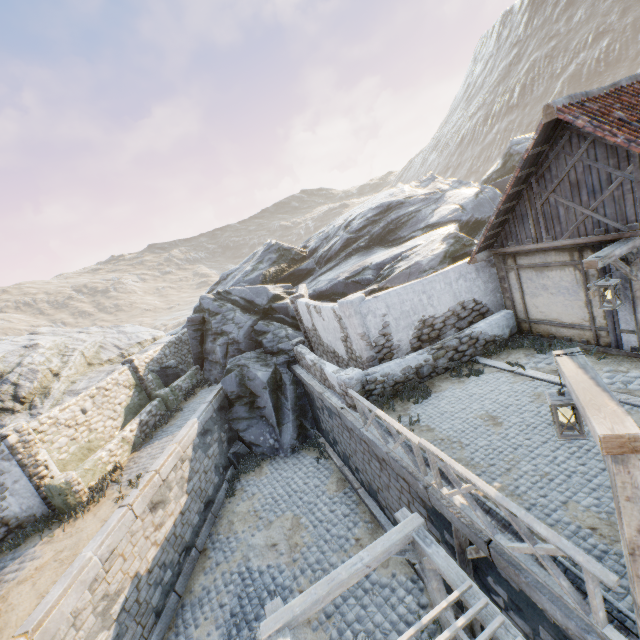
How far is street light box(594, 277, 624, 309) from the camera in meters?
6.1

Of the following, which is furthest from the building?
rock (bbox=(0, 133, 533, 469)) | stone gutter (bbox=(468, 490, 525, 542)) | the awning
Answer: the awning

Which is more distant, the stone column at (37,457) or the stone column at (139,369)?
the stone column at (139,369)

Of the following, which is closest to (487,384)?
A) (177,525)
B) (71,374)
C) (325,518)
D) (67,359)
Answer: (325,518)

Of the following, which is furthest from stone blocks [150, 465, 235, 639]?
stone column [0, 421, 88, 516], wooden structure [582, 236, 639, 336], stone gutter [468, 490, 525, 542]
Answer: stone column [0, 421, 88, 516]

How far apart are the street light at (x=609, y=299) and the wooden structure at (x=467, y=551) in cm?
500

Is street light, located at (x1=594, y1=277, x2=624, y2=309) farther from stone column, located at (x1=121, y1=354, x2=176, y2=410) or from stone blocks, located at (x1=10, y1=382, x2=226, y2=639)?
stone column, located at (x1=121, y1=354, x2=176, y2=410)

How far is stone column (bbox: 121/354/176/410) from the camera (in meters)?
15.64
